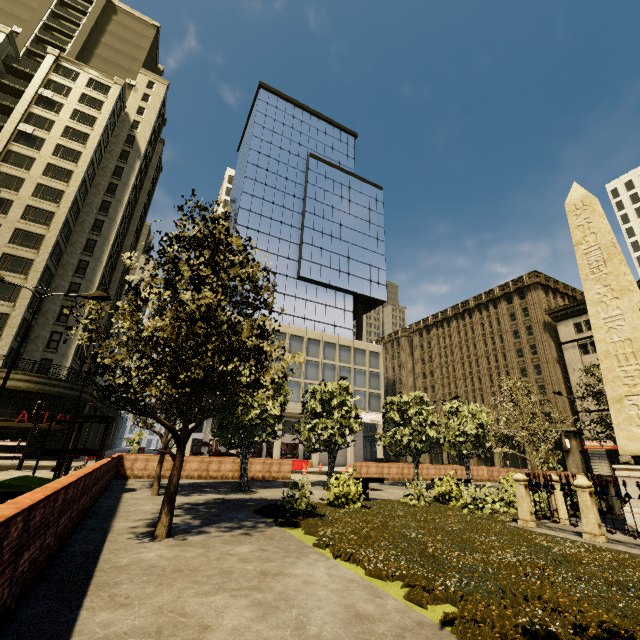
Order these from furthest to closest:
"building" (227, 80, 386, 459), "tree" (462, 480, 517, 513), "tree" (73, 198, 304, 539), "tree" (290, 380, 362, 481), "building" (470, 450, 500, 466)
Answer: "building" (470, 450, 500, 466) → "building" (227, 80, 386, 459) → "tree" (290, 380, 362, 481) → "tree" (462, 480, 517, 513) → "tree" (73, 198, 304, 539)

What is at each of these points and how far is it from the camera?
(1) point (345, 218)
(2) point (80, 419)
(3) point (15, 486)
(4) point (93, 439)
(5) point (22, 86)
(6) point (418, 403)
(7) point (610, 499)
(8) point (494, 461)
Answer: (1) building, 55.2 meters
(2) phone booth, 11.8 meters
(3) dumpster, 5.2 meters
(4) building, 40.6 meters
(5) building, 38.3 meters
(6) tree, 22.2 meters
(7) fence, 11.7 meters
(8) building, 49.2 meters

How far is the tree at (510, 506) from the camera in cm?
1116

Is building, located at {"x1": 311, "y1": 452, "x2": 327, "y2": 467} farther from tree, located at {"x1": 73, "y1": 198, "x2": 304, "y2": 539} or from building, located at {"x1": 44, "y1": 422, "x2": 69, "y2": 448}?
tree, located at {"x1": 73, "y1": 198, "x2": 304, "y2": 539}

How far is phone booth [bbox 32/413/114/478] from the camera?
11.29m

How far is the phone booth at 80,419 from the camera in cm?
1129

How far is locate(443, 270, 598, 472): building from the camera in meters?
41.7 m
